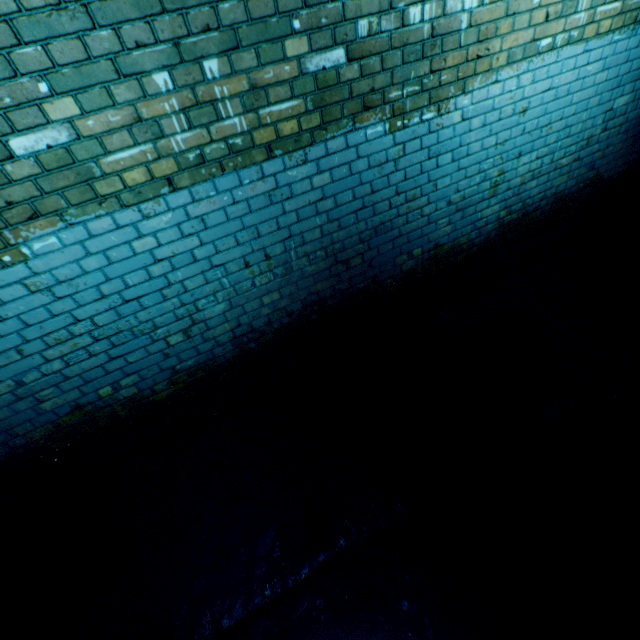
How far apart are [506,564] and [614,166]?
4.2 meters
